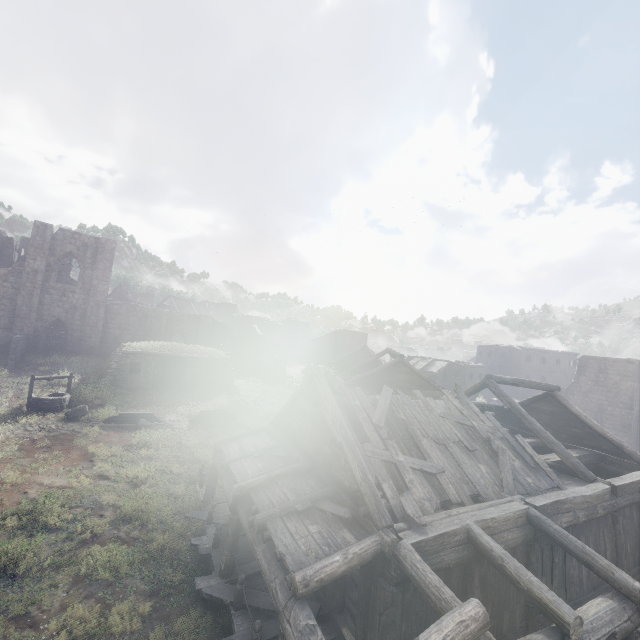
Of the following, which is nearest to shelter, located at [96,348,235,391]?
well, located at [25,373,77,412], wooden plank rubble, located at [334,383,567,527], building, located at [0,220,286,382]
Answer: building, located at [0,220,286,382]

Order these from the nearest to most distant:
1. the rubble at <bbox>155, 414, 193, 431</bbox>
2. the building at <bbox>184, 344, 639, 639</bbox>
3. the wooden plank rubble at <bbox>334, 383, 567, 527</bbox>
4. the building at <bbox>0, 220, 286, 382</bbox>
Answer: the building at <bbox>184, 344, 639, 639</bbox> < the wooden plank rubble at <bbox>334, 383, 567, 527</bbox> < the rubble at <bbox>155, 414, 193, 431</bbox> < the building at <bbox>0, 220, 286, 382</bbox>

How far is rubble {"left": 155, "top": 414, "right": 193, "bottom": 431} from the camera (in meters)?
19.75

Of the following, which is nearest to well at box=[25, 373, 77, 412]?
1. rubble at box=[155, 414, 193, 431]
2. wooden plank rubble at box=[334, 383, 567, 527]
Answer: rubble at box=[155, 414, 193, 431]

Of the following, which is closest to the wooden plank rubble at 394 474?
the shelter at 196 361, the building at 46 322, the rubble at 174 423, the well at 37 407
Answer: the building at 46 322

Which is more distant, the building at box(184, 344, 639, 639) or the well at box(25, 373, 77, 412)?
the well at box(25, 373, 77, 412)

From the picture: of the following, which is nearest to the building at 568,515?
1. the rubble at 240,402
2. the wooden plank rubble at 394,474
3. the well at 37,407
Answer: the wooden plank rubble at 394,474

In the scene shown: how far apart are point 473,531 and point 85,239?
35.26m
